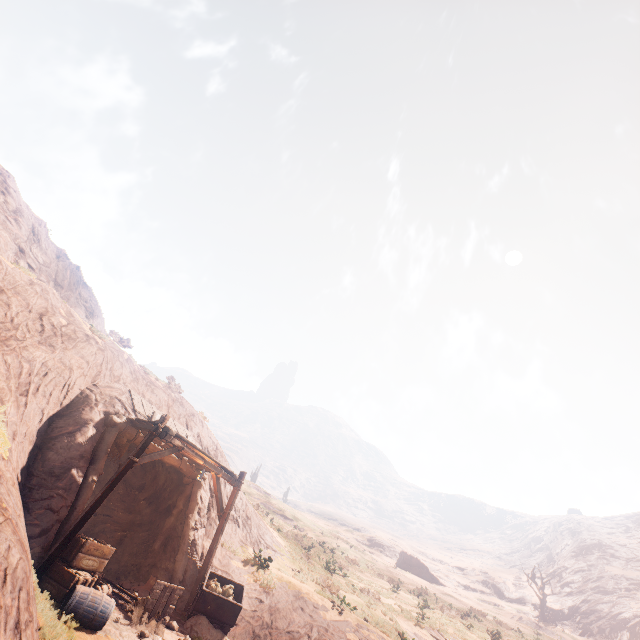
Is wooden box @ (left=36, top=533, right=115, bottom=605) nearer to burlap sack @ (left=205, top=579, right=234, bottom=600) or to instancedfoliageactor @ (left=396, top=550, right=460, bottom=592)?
burlap sack @ (left=205, top=579, right=234, bottom=600)

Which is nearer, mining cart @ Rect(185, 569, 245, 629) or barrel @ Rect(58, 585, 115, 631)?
barrel @ Rect(58, 585, 115, 631)

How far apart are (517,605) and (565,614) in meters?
6.1 m

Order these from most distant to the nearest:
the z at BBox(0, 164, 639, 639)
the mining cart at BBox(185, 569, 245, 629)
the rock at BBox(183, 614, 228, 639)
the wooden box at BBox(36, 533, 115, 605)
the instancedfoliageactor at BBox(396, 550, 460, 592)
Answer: the instancedfoliageactor at BBox(396, 550, 460, 592) → the mining cart at BBox(185, 569, 245, 629) → the rock at BBox(183, 614, 228, 639) → the z at BBox(0, 164, 639, 639) → the wooden box at BBox(36, 533, 115, 605)

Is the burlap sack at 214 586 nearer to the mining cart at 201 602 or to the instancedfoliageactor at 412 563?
the mining cart at 201 602

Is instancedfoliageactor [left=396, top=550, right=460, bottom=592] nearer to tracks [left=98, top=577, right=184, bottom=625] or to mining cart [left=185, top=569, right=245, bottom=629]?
mining cart [left=185, top=569, right=245, bottom=629]

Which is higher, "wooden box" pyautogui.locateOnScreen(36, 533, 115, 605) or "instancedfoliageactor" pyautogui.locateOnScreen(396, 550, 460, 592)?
"instancedfoliageactor" pyautogui.locateOnScreen(396, 550, 460, 592)

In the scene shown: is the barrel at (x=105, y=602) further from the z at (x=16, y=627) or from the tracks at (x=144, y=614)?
the z at (x=16, y=627)
